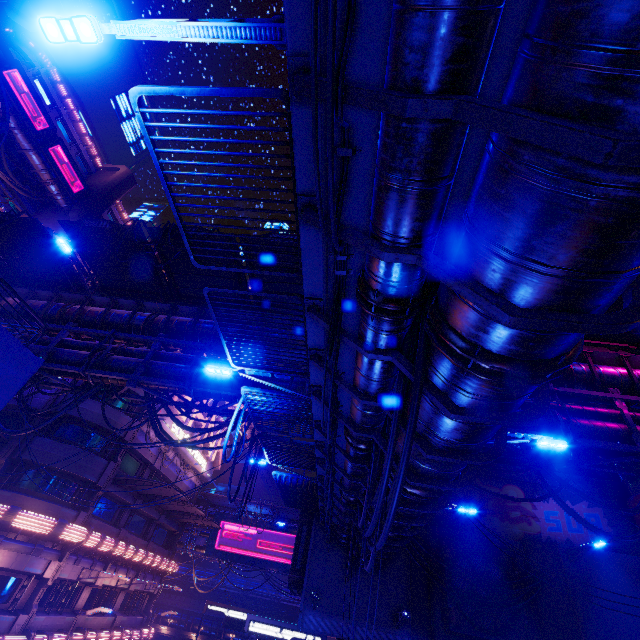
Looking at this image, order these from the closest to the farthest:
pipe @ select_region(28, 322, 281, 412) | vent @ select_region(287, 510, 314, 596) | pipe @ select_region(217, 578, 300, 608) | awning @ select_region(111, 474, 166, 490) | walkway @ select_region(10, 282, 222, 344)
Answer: pipe @ select_region(28, 322, 281, 412) → walkway @ select_region(10, 282, 222, 344) → vent @ select_region(287, 510, 314, 596) → awning @ select_region(111, 474, 166, 490) → pipe @ select_region(217, 578, 300, 608)

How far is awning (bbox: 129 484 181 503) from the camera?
22.4 meters

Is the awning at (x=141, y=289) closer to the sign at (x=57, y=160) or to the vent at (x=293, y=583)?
the vent at (x=293, y=583)

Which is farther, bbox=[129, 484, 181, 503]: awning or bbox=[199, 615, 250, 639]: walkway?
bbox=[199, 615, 250, 639]: walkway

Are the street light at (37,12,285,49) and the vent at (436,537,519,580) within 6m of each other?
no

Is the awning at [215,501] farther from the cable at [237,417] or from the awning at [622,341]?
the awning at [622,341]

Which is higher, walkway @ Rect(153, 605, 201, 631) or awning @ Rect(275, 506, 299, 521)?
awning @ Rect(275, 506, 299, 521)

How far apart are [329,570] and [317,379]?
16.5 meters
